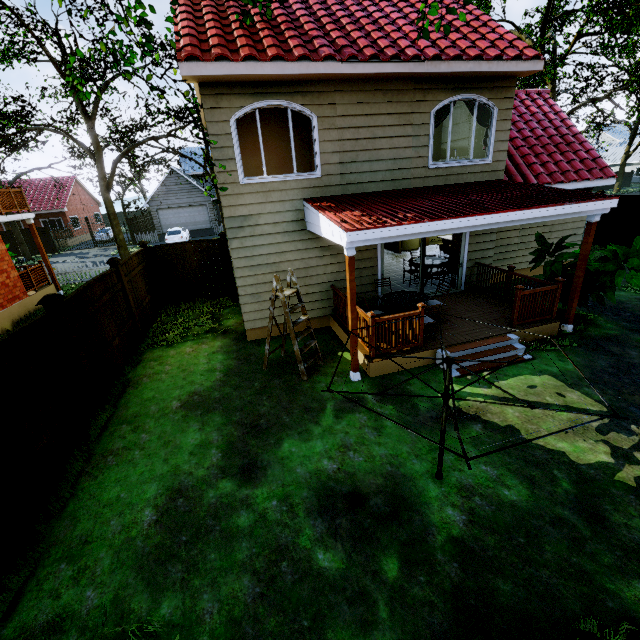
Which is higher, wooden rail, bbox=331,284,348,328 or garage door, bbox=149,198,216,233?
garage door, bbox=149,198,216,233

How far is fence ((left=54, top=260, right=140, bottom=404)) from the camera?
6.3m

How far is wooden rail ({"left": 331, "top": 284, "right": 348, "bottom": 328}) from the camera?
8.0 meters

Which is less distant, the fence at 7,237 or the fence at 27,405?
the fence at 27,405

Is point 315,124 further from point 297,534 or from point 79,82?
point 297,534

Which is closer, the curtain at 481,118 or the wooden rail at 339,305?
the wooden rail at 339,305

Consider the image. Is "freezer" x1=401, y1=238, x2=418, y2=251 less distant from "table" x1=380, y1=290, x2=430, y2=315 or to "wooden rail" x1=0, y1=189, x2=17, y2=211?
"wooden rail" x1=0, y1=189, x2=17, y2=211

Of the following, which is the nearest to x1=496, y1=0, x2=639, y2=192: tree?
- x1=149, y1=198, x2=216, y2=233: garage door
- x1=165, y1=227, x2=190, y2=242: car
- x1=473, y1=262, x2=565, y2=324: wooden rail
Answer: x1=149, y1=198, x2=216, y2=233: garage door
